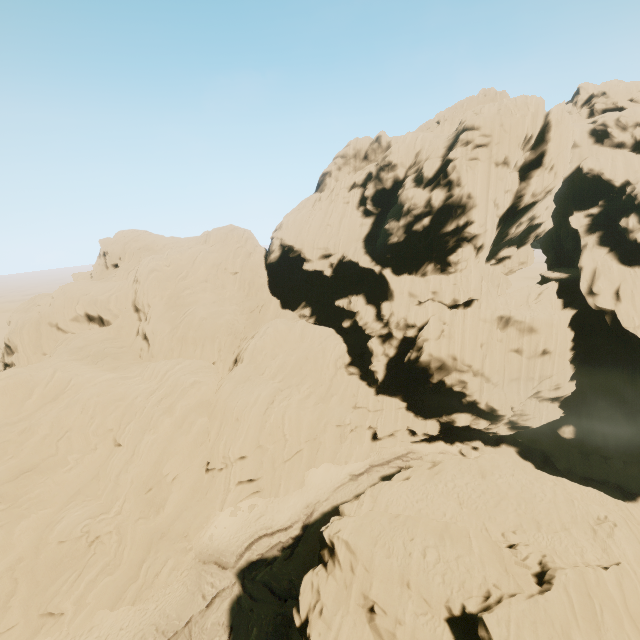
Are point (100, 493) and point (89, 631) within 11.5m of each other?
yes
